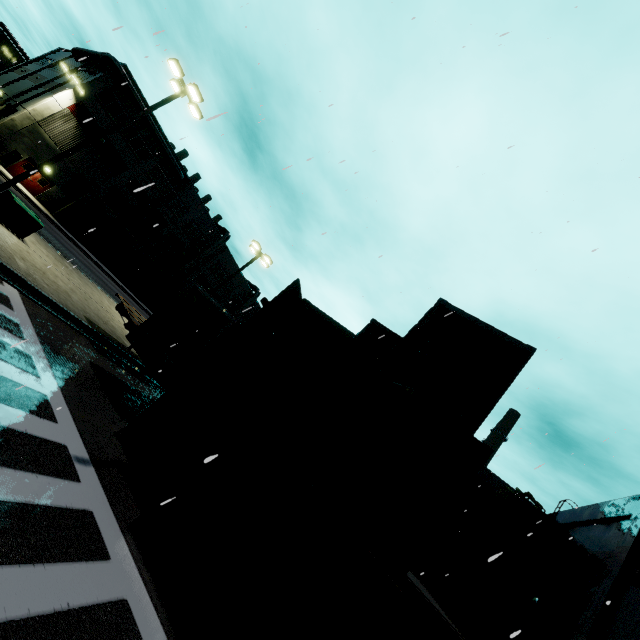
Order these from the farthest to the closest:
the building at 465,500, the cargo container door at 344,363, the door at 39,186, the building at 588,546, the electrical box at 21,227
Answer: the door at 39,186 < the building at 465,500 < the electrical box at 21,227 < the building at 588,546 < the cargo container door at 344,363

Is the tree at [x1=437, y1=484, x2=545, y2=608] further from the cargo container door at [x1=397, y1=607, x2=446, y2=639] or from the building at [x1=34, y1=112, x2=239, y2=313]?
the cargo container door at [x1=397, y1=607, x2=446, y2=639]

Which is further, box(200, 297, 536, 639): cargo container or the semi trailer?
the semi trailer

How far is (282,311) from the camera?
7.7 meters

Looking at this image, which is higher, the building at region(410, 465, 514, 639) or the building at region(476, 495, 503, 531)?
the building at region(476, 495, 503, 531)

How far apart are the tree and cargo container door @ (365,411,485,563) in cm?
1960

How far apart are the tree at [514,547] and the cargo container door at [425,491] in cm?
1960

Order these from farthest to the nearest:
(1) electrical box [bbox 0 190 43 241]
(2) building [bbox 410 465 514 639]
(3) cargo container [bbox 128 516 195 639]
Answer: (2) building [bbox 410 465 514 639], (1) electrical box [bbox 0 190 43 241], (3) cargo container [bbox 128 516 195 639]
